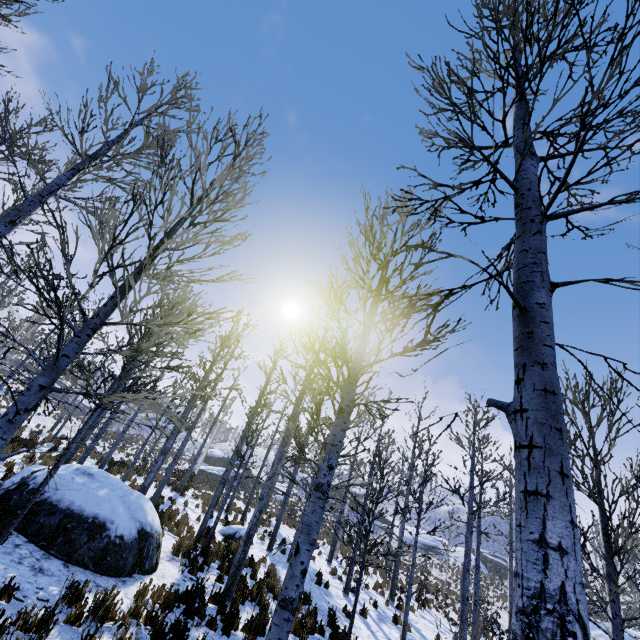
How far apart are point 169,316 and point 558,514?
13.19m

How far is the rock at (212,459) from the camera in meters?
38.3

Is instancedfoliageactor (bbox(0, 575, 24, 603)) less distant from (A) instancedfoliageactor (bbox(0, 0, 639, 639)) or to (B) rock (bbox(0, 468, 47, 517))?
(A) instancedfoliageactor (bbox(0, 0, 639, 639))

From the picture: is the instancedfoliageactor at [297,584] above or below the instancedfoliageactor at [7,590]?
above

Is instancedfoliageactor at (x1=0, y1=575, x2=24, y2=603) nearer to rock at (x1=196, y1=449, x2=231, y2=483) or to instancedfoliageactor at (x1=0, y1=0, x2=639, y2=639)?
instancedfoliageactor at (x1=0, y1=0, x2=639, y2=639)

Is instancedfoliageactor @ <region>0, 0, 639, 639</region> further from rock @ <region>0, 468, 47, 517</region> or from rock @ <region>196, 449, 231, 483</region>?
rock @ <region>196, 449, 231, 483</region>

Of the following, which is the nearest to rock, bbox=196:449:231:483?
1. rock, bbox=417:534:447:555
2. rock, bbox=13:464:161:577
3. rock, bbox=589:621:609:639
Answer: rock, bbox=417:534:447:555

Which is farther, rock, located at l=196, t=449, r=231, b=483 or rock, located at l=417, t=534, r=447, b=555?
rock, located at l=417, t=534, r=447, b=555
